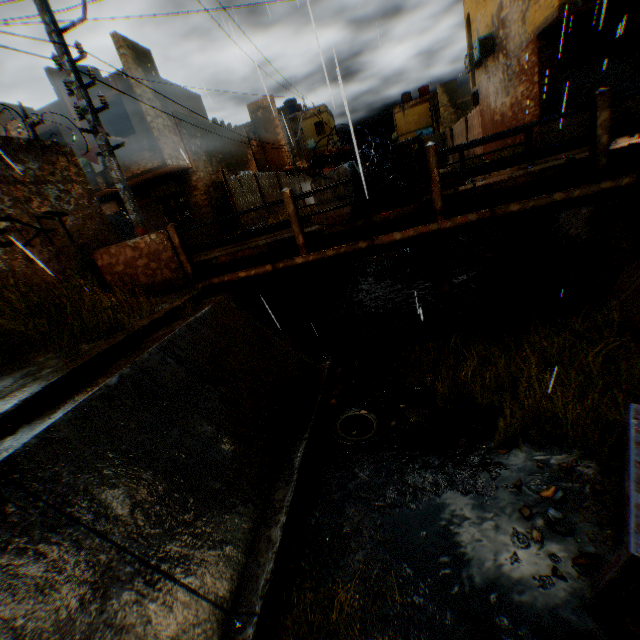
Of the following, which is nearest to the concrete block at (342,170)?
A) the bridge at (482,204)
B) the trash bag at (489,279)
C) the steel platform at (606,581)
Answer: the bridge at (482,204)

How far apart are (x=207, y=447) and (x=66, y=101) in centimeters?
1783cm

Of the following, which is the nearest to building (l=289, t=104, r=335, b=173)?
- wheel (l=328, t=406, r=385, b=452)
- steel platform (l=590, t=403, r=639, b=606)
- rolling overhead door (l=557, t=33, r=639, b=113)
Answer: rolling overhead door (l=557, t=33, r=639, b=113)

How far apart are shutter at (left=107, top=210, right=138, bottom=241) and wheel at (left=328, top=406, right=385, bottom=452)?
17.3m

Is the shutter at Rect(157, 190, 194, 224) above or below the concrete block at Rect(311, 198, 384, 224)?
above

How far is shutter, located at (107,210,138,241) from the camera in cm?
1747

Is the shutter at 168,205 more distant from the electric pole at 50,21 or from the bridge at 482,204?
the electric pole at 50,21

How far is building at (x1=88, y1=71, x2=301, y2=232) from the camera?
13.89m
